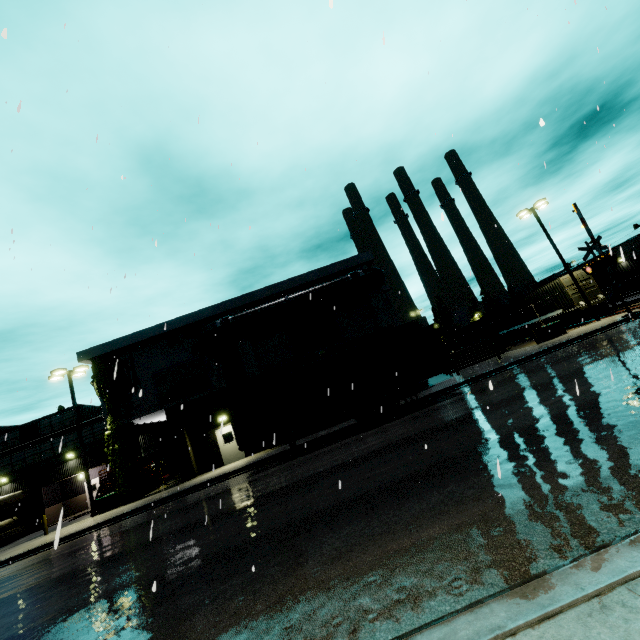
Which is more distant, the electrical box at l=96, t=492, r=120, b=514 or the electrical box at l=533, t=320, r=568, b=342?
the electrical box at l=533, t=320, r=568, b=342

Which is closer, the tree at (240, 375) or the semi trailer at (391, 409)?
the semi trailer at (391, 409)

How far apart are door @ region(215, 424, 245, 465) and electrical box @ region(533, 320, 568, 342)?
22.7 meters

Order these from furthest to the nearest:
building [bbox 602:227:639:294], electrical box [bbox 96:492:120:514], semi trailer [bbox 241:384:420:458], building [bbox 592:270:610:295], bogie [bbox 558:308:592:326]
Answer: building [bbox 592:270:610:295], building [bbox 602:227:639:294], bogie [bbox 558:308:592:326], electrical box [bbox 96:492:120:514], semi trailer [bbox 241:384:420:458]

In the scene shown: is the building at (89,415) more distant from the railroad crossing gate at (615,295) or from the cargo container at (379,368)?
the railroad crossing gate at (615,295)

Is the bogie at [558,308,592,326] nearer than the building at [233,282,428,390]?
No

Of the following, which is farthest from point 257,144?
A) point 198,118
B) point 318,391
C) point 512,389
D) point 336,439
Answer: point 336,439

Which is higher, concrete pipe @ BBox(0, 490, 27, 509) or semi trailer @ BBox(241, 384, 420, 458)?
concrete pipe @ BBox(0, 490, 27, 509)
